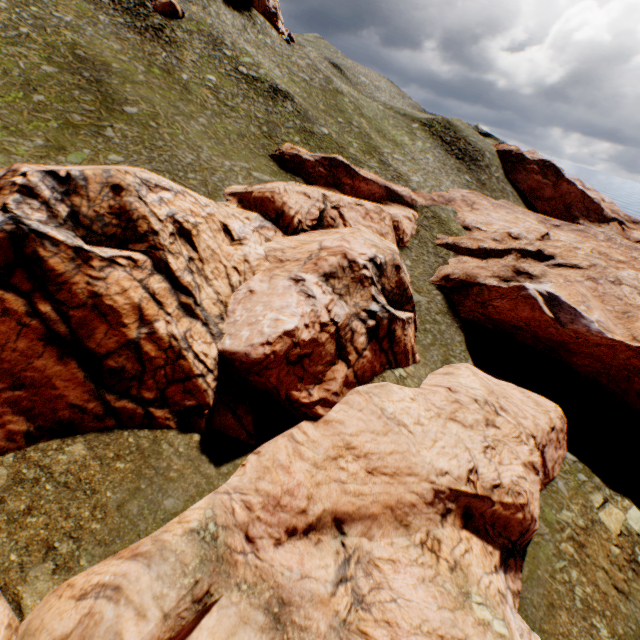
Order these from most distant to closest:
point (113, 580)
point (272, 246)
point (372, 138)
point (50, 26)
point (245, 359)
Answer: point (372, 138), point (50, 26), point (272, 246), point (245, 359), point (113, 580)

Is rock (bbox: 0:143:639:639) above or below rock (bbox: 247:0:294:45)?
below

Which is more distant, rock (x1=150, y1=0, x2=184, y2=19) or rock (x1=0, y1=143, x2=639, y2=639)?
rock (x1=150, y1=0, x2=184, y2=19)

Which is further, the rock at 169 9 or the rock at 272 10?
the rock at 272 10

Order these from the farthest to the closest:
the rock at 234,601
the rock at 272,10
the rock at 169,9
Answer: the rock at 272,10 < the rock at 169,9 < the rock at 234,601

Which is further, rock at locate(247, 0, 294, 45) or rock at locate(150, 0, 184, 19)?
rock at locate(247, 0, 294, 45)

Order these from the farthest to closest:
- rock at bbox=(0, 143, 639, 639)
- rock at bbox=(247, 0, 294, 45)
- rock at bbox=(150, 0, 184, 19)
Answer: rock at bbox=(247, 0, 294, 45) < rock at bbox=(150, 0, 184, 19) < rock at bbox=(0, 143, 639, 639)
